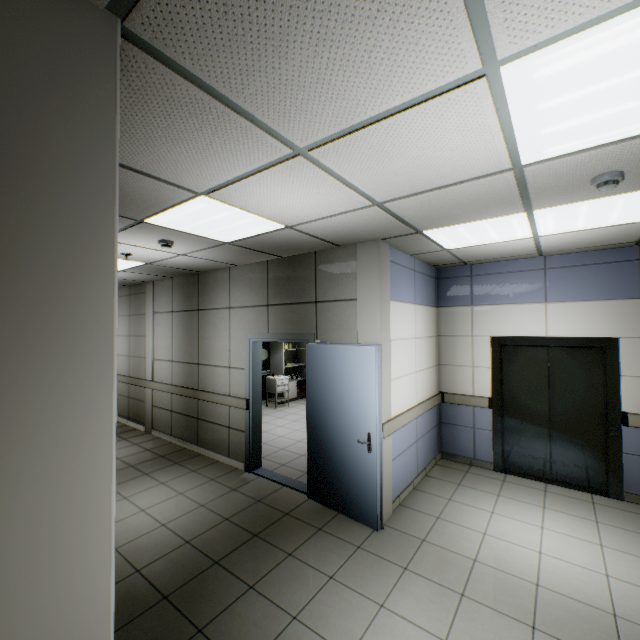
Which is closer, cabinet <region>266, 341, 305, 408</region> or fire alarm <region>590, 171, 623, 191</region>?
fire alarm <region>590, 171, 623, 191</region>

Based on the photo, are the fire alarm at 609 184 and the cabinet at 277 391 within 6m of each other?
no

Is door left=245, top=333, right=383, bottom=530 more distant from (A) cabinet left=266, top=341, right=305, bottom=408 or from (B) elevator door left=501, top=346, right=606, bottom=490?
(A) cabinet left=266, top=341, right=305, bottom=408

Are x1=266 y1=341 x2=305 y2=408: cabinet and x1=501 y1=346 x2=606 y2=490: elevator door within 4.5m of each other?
no

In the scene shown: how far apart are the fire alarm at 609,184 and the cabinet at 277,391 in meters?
7.8 m

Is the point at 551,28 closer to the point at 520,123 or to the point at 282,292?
the point at 520,123

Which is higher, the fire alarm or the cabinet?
the fire alarm

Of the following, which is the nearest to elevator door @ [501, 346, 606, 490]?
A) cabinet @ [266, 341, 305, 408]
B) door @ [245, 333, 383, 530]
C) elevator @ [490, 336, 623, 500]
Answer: elevator @ [490, 336, 623, 500]
